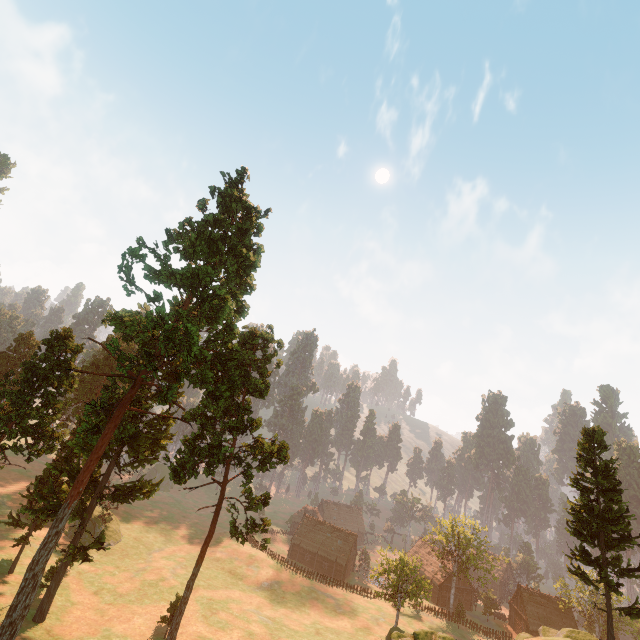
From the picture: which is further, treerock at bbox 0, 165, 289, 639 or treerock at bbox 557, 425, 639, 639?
treerock at bbox 0, 165, 289, 639

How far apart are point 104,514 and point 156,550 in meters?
10.1

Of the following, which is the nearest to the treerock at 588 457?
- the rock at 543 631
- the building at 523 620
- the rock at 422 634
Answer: the building at 523 620

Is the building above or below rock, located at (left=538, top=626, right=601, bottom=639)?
below

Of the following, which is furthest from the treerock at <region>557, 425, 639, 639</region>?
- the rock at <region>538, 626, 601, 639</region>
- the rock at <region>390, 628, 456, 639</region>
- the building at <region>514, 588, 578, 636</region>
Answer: the rock at <region>390, 628, 456, 639</region>

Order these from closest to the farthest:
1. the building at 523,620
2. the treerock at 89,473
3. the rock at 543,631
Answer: the treerock at 89,473, the rock at 543,631, the building at 523,620

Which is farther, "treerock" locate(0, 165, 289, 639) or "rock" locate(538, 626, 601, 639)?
"rock" locate(538, 626, 601, 639)

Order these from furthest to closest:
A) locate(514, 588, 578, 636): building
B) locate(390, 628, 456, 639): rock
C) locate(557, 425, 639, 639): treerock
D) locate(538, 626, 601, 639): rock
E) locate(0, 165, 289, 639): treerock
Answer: locate(514, 588, 578, 636): building
locate(538, 626, 601, 639): rock
locate(0, 165, 289, 639): treerock
locate(557, 425, 639, 639): treerock
locate(390, 628, 456, 639): rock
